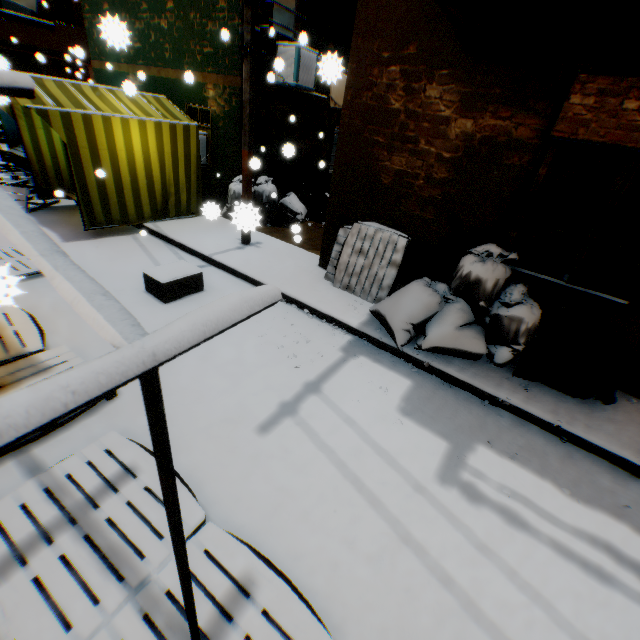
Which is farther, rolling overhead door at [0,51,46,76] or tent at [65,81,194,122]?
tent at [65,81,194,122]

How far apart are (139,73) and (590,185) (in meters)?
10.31

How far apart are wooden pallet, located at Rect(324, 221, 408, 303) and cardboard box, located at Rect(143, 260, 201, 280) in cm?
180

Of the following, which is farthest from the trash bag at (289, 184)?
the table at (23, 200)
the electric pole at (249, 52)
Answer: the table at (23, 200)

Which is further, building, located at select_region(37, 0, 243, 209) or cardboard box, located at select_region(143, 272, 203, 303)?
building, located at select_region(37, 0, 243, 209)

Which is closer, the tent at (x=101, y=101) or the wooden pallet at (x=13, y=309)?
the wooden pallet at (x=13, y=309)

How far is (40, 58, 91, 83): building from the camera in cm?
1416
